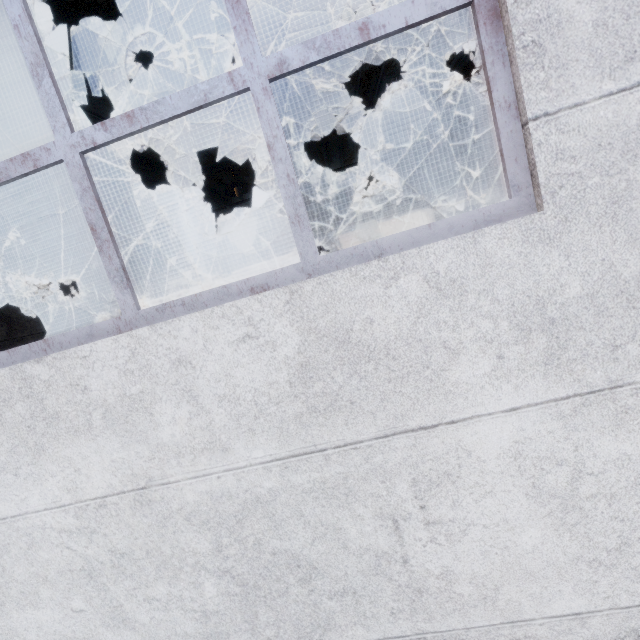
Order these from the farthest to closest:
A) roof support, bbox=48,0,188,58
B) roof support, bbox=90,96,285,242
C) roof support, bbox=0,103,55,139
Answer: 1. roof support, bbox=90,96,285,242
2. roof support, bbox=0,103,55,139
3. roof support, bbox=48,0,188,58

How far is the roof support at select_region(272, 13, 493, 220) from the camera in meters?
5.7

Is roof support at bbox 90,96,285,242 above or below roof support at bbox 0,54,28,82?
above

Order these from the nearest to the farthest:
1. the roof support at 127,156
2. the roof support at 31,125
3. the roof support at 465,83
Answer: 1. the roof support at 31,125
2. the roof support at 465,83
3. the roof support at 127,156

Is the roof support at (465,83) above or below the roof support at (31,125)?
above

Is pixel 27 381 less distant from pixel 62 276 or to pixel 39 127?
pixel 39 127
